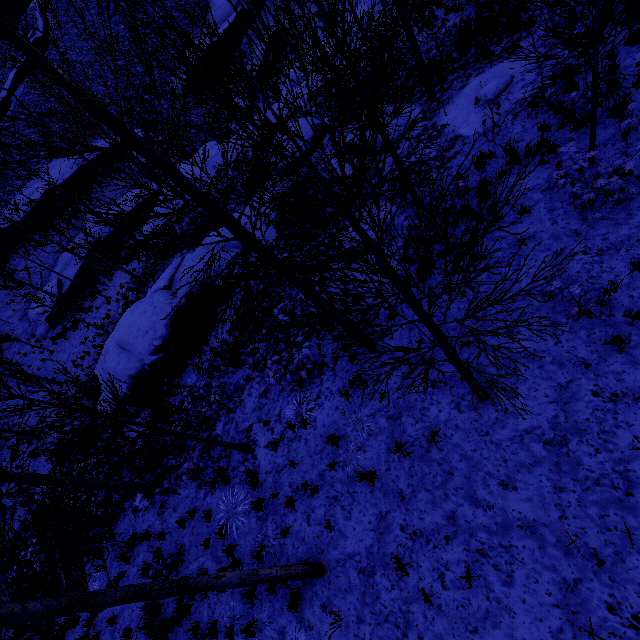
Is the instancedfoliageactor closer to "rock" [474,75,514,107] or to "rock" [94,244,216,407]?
"rock" [94,244,216,407]

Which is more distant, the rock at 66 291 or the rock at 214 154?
the rock at 66 291

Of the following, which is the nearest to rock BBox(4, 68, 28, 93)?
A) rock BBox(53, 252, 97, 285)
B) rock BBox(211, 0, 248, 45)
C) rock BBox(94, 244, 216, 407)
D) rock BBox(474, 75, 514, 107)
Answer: rock BBox(211, 0, 248, 45)

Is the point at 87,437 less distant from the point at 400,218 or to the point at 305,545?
the point at 305,545

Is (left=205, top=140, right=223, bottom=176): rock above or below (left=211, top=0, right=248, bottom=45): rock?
below

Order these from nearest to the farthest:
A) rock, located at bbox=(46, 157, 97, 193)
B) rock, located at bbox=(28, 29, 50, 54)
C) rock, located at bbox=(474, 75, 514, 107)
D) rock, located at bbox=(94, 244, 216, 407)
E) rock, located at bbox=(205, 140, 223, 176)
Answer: rock, located at bbox=(474, 75, 514, 107) → rock, located at bbox=(94, 244, 216, 407) → rock, located at bbox=(205, 140, 223, 176) → rock, located at bbox=(46, 157, 97, 193) → rock, located at bbox=(28, 29, 50, 54)

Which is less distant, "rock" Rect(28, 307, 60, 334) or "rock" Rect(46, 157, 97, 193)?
"rock" Rect(28, 307, 60, 334)

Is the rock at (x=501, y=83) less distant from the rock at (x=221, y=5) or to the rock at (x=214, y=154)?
the rock at (x=214, y=154)
